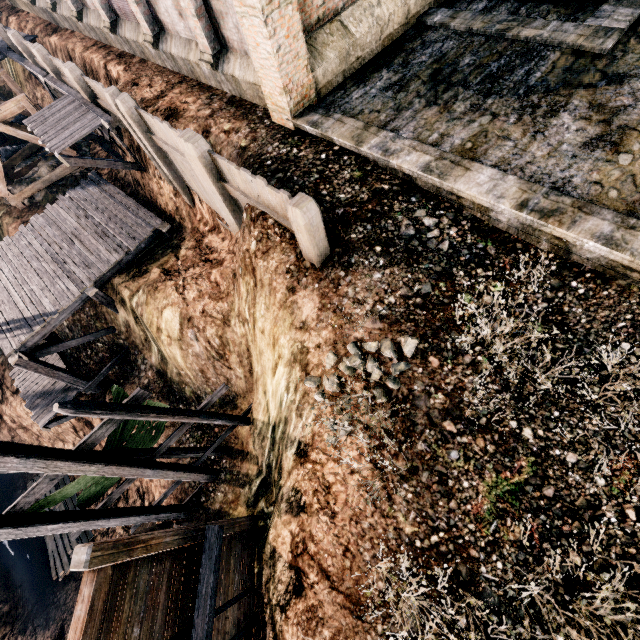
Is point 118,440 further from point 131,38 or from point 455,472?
point 131,38

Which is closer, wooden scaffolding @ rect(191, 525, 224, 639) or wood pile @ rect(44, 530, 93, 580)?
wooden scaffolding @ rect(191, 525, 224, 639)

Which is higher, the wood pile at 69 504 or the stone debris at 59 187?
the stone debris at 59 187

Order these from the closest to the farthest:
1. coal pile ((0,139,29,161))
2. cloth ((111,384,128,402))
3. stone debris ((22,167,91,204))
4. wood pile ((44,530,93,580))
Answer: cloth ((111,384,128,402)), wood pile ((44,530,93,580)), stone debris ((22,167,91,204)), coal pile ((0,139,29,161))

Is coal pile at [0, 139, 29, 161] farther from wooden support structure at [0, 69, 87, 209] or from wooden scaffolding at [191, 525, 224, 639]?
wooden scaffolding at [191, 525, 224, 639]

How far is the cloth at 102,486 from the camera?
8.9 meters

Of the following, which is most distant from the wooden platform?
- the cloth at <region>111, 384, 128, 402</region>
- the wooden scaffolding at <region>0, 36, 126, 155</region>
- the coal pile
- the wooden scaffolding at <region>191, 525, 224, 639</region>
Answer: the wooden scaffolding at <region>191, 525, 224, 639</region>

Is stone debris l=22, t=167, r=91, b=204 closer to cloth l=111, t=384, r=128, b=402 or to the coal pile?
the coal pile
